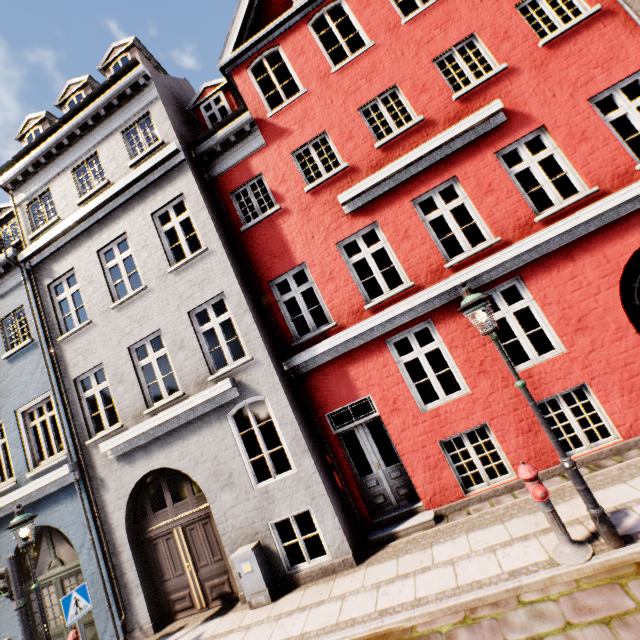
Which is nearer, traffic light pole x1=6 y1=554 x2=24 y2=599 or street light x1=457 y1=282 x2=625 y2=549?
street light x1=457 y1=282 x2=625 y2=549

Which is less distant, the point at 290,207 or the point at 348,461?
the point at 348,461

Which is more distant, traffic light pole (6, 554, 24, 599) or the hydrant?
traffic light pole (6, 554, 24, 599)

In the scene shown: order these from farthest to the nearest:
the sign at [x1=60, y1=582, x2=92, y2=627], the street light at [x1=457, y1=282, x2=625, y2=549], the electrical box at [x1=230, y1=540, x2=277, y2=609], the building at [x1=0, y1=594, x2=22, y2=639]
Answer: the building at [x1=0, y1=594, x2=22, y2=639]
the electrical box at [x1=230, y1=540, x2=277, y2=609]
the sign at [x1=60, y1=582, x2=92, y2=627]
the street light at [x1=457, y1=282, x2=625, y2=549]

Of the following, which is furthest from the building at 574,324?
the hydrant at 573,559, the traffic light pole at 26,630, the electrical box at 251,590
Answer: the hydrant at 573,559

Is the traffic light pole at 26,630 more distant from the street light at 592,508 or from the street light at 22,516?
the street light at 592,508

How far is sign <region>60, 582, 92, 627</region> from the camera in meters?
5.9

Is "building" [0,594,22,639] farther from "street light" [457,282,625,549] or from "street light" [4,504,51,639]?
"street light" [457,282,625,549]
